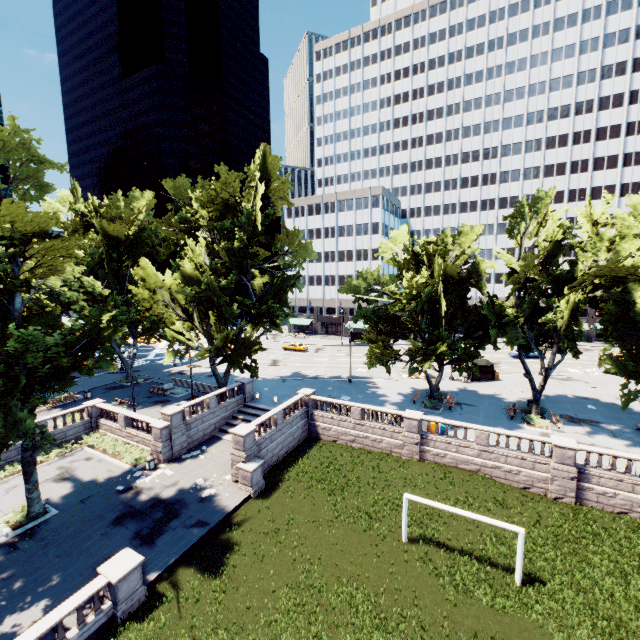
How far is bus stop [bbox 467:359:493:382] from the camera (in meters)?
41.22

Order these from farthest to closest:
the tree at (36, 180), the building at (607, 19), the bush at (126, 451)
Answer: the building at (607, 19) < the bush at (126, 451) < the tree at (36, 180)

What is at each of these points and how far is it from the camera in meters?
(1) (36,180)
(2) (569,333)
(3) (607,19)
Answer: (1) tree, 17.5
(2) tree, 29.8
(3) building, 59.9

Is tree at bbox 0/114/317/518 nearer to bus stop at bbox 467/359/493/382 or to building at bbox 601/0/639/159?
building at bbox 601/0/639/159

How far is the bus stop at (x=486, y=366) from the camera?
41.22m

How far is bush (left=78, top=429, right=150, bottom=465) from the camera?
26.6 meters
